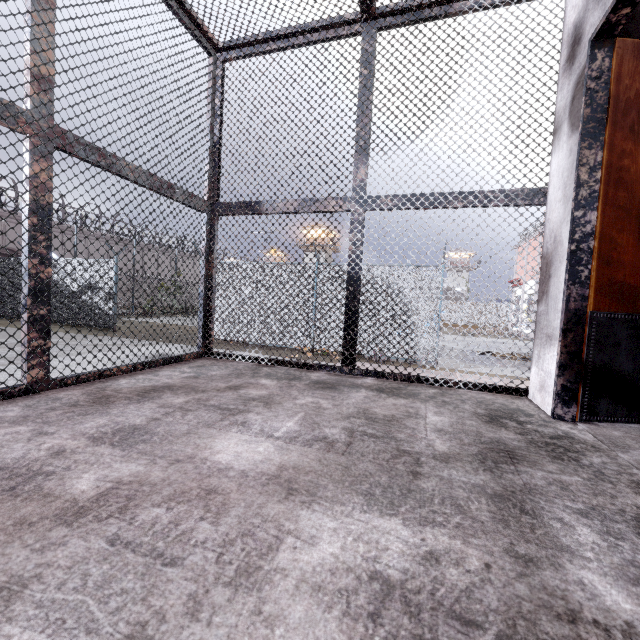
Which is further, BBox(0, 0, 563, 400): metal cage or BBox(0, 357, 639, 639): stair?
BBox(0, 0, 563, 400): metal cage

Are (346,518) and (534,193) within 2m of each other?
no

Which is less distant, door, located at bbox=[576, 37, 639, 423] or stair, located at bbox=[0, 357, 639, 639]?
stair, located at bbox=[0, 357, 639, 639]

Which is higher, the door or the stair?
the door

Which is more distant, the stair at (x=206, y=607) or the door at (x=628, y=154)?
the door at (x=628, y=154)

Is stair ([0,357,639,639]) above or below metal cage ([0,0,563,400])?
below

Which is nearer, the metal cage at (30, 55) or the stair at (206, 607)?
the stair at (206, 607)
